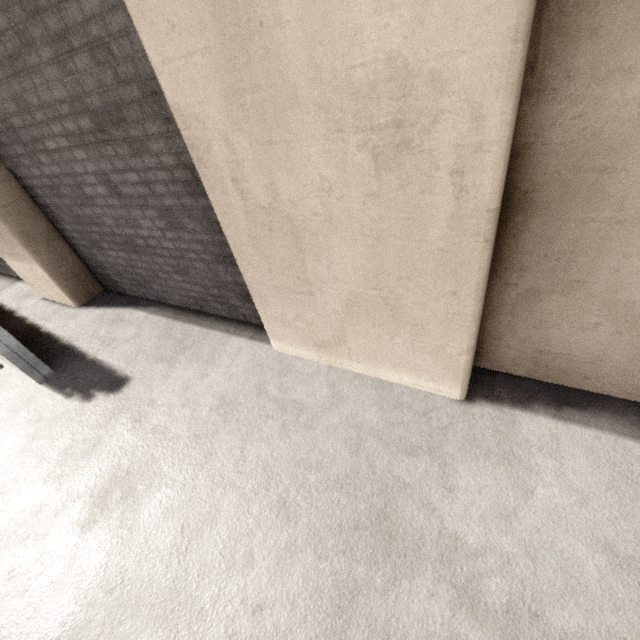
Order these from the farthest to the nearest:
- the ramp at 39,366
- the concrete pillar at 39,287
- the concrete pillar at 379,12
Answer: the concrete pillar at 39,287 < the ramp at 39,366 < the concrete pillar at 379,12

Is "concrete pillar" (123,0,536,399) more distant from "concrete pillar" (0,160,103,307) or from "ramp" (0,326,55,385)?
"ramp" (0,326,55,385)

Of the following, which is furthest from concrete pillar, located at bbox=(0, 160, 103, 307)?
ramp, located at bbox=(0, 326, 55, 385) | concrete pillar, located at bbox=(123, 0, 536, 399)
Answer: ramp, located at bbox=(0, 326, 55, 385)

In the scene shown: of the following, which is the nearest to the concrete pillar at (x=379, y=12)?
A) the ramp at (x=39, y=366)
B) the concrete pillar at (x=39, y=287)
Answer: the concrete pillar at (x=39, y=287)

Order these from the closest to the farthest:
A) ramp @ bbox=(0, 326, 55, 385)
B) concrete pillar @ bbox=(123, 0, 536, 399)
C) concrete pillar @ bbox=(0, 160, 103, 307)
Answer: concrete pillar @ bbox=(123, 0, 536, 399), ramp @ bbox=(0, 326, 55, 385), concrete pillar @ bbox=(0, 160, 103, 307)

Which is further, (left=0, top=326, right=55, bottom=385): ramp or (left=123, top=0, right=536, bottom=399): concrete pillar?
A: (left=0, top=326, right=55, bottom=385): ramp

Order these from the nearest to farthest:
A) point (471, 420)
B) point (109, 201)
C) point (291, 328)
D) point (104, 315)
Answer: point (471, 420) → point (291, 328) → point (109, 201) → point (104, 315)

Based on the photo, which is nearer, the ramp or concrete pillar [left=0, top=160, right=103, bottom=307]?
the ramp
